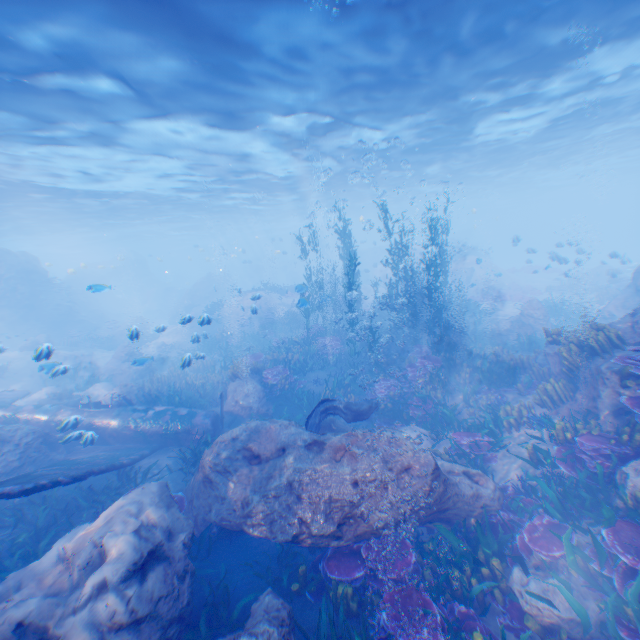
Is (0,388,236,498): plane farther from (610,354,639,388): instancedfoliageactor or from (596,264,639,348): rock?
(610,354,639,388): instancedfoliageactor

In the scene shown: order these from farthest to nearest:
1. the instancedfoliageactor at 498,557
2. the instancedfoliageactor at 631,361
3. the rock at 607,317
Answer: the rock at 607,317 < the instancedfoliageactor at 631,361 < the instancedfoliageactor at 498,557

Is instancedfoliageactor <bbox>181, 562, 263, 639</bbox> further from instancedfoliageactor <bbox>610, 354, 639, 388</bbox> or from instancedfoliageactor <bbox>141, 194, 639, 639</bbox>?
instancedfoliageactor <bbox>610, 354, 639, 388</bbox>

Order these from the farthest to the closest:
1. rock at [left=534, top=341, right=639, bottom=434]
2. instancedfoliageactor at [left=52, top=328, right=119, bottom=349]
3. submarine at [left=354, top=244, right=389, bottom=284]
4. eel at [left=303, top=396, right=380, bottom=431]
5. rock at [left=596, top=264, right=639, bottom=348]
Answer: submarine at [left=354, top=244, right=389, bottom=284] → instancedfoliageactor at [left=52, top=328, right=119, bottom=349] → eel at [left=303, top=396, right=380, bottom=431] → rock at [left=596, top=264, right=639, bottom=348] → rock at [left=534, top=341, right=639, bottom=434]

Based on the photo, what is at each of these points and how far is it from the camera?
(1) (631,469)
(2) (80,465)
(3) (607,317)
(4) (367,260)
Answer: (1) rock, 6.2m
(2) plane, 9.0m
(3) rock, 18.2m
(4) submarine, 48.7m

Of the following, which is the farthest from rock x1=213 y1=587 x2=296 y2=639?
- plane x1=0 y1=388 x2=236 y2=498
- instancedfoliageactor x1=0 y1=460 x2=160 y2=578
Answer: instancedfoliageactor x1=0 y1=460 x2=160 y2=578

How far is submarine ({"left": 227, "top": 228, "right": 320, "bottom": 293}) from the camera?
50.8m

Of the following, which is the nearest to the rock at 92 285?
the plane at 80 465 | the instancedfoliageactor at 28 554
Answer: the plane at 80 465
